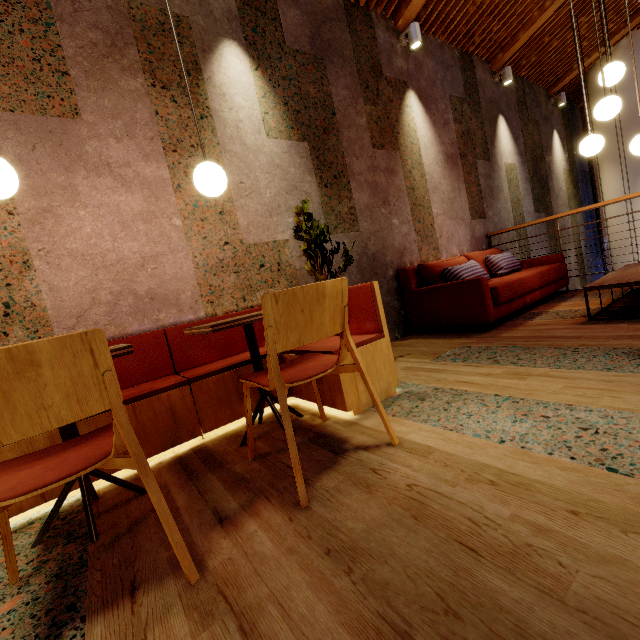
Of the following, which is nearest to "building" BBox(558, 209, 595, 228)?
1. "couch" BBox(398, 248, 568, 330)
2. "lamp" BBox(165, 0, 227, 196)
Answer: "couch" BBox(398, 248, 568, 330)

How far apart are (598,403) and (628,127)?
8.9m

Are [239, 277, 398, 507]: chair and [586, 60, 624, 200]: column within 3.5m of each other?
no

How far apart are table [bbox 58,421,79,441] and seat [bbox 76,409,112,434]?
0.2 meters

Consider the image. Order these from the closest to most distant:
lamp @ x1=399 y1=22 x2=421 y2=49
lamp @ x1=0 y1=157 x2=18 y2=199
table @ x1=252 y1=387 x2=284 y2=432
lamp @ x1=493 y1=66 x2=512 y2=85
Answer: lamp @ x1=0 y1=157 x2=18 y2=199
table @ x1=252 y1=387 x2=284 y2=432
lamp @ x1=399 y1=22 x2=421 y2=49
lamp @ x1=493 y1=66 x2=512 y2=85

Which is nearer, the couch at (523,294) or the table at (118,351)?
the table at (118,351)

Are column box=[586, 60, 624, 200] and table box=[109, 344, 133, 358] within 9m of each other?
no

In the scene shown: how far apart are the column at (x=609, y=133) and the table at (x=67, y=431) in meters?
10.0 m
